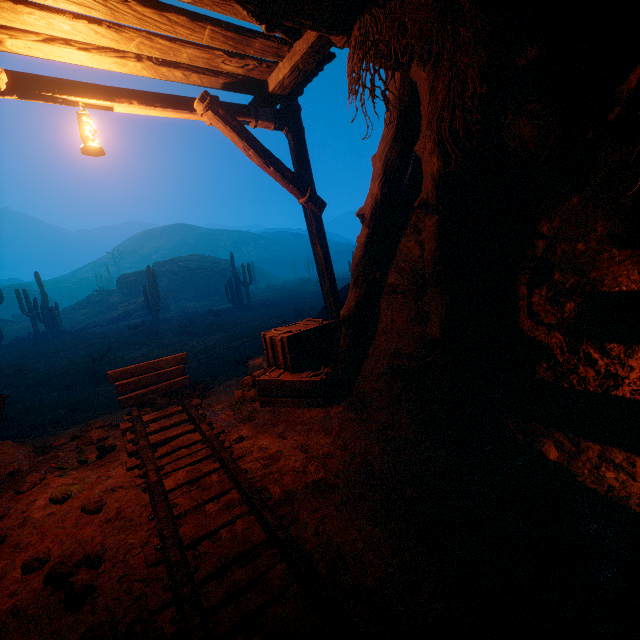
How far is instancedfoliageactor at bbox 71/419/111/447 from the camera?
4.70m

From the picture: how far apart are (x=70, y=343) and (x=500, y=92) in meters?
19.6

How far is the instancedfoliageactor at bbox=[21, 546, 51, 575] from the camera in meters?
2.4

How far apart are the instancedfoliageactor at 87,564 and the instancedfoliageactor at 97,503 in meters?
0.5 m

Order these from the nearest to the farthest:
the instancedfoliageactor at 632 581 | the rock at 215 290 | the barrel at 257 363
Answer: the instancedfoliageactor at 632 581 → the barrel at 257 363 → the rock at 215 290

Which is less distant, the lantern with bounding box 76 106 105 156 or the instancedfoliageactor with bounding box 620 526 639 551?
the instancedfoliageactor with bounding box 620 526 639 551

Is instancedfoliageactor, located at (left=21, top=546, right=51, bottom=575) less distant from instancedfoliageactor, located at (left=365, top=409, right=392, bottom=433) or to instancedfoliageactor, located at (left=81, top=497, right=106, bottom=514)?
instancedfoliageactor, located at (left=81, top=497, right=106, bottom=514)

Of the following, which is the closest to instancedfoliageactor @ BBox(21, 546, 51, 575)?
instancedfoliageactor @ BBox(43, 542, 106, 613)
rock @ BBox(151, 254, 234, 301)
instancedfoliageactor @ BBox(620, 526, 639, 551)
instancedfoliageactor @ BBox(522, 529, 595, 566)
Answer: instancedfoliageactor @ BBox(43, 542, 106, 613)
